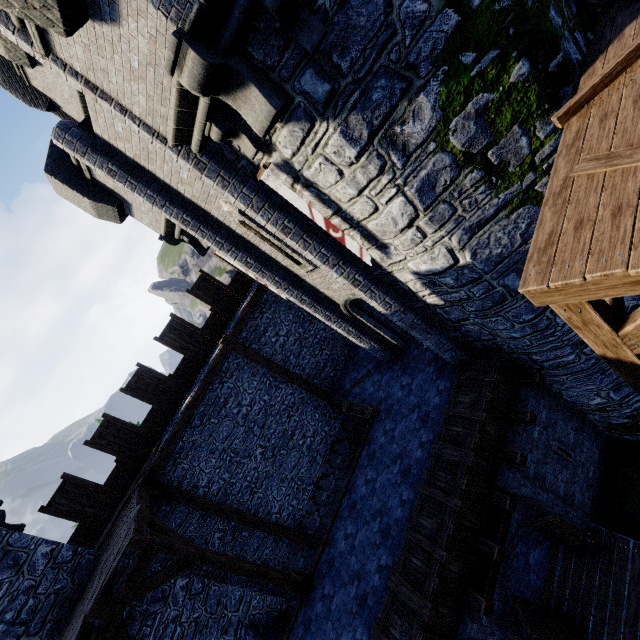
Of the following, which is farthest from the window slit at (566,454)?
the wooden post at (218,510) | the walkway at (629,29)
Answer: the wooden post at (218,510)

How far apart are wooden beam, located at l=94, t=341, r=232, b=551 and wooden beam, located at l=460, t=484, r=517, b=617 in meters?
8.4

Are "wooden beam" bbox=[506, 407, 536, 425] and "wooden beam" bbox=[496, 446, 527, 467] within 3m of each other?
yes

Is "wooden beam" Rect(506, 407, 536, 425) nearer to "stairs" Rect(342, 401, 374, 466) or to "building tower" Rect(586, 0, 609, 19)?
"stairs" Rect(342, 401, 374, 466)

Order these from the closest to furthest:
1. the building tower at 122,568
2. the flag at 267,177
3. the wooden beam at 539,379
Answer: the flag at 267,177 → the wooden beam at 539,379 → the building tower at 122,568

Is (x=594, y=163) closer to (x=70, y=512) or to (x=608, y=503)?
(x=608, y=503)

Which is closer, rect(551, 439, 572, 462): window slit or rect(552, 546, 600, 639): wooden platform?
rect(552, 546, 600, 639): wooden platform

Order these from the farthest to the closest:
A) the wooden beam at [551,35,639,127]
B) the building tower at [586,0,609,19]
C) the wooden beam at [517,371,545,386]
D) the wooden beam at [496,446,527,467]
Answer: the wooden beam at [517,371,545,386] < the wooden beam at [496,446,527,467] < the building tower at [586,0,609,19] < the wooden beam at [551,35,639,127]
